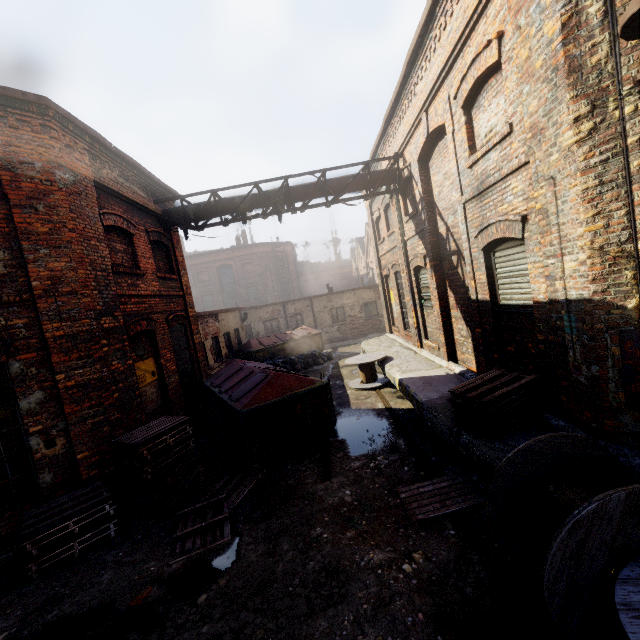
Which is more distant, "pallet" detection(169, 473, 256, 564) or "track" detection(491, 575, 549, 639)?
"pallet" detection(169, 473, 256, 564)

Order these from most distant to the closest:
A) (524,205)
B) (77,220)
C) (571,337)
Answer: (77,220), (524,205), (571,337)

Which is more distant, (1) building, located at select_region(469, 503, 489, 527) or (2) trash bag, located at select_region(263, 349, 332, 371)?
(2) trash bag, located at select_region(263, 349, 332, 371)

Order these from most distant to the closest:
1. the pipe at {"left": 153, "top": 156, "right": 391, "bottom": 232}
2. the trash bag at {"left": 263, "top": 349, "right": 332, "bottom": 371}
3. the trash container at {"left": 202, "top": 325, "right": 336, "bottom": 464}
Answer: the trash bag at {"left": 263, "top": 349, "right": 332, "bottom": 371} < the pipe at {"left": 153, "top": 156, "right": 391, "bottom": 232} < the trash container at {"left": 202, "top": 325, "right": 336, "bottom": 464}

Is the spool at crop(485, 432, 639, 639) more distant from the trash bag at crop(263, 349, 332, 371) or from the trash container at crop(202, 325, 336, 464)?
the trash bag at crop(263, 349, 332, 371)

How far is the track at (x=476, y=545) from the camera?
3.87m

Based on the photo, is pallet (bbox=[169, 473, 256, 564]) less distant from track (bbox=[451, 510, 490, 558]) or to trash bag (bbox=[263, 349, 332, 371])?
track (bbox=[451, 510, 490, 558])

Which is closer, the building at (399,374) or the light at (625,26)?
the light at (625,26)
